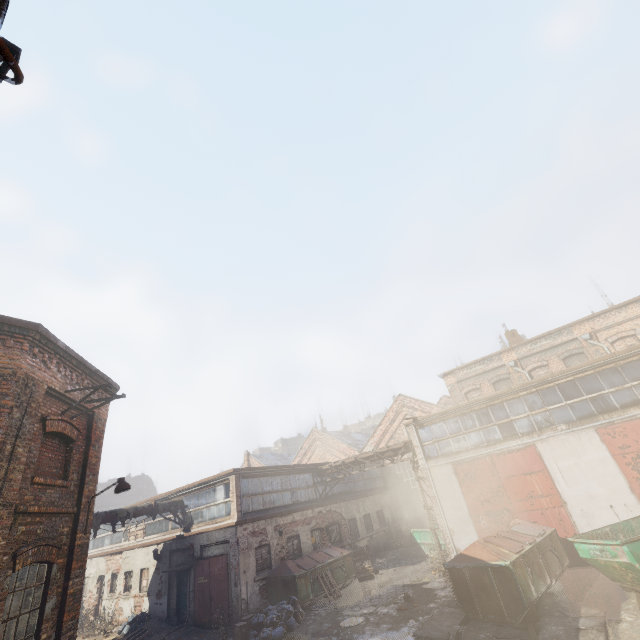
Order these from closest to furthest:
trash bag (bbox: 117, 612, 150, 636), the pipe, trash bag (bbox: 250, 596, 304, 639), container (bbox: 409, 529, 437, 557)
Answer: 1. trash bag (bbox: 250, 596, 304, 639)
2. the pipe
3. trash bag (bbox: 117, 612, 150, 636)
4. container (bbox: 409, 529, 437, 557)

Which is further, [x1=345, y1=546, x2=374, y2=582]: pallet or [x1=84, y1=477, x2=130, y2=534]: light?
[x1=345, y1=546, x2=374, y2=582]: pallet

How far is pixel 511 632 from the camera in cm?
841

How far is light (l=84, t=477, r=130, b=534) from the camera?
8.6 meters

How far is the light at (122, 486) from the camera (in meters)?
8.56

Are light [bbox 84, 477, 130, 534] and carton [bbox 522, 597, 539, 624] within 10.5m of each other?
no

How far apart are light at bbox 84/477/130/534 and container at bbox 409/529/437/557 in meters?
16.5

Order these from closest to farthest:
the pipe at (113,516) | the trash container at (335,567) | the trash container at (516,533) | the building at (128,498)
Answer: the trash container at (516,533) < the trash container at (335,567) < the pipe at (113,516) < the building at (128,498)
